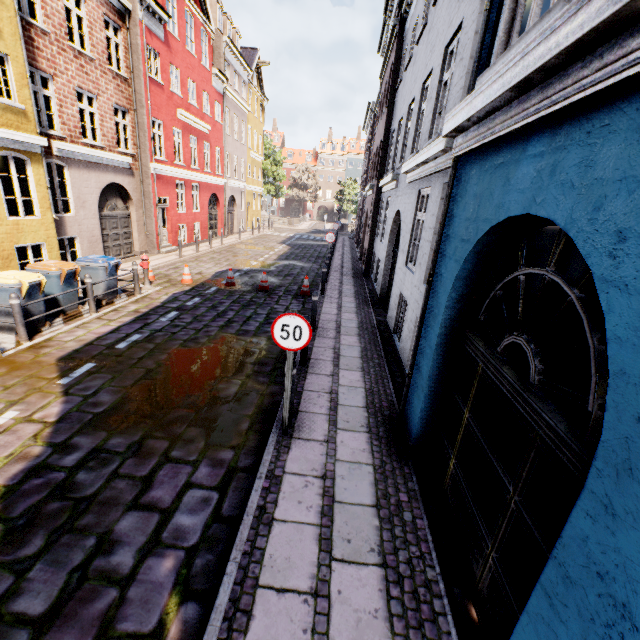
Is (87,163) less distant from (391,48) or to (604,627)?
(391,48)

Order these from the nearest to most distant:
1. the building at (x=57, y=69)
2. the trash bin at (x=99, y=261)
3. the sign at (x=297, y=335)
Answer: the sign at (x=297, y=335) < the trash bin at (x=99, y=261) < the building at (x=57, y=69)

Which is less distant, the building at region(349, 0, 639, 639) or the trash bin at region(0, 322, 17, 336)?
the building at region(349, 0, 639, 639)

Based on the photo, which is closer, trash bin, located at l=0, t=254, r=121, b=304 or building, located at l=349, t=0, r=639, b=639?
building, located at l=349, t=0, r=639, b=639

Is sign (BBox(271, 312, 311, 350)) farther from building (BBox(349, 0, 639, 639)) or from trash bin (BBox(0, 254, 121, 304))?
trash bin (BBox(0, 254, 121, 304))

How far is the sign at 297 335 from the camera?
4.2m

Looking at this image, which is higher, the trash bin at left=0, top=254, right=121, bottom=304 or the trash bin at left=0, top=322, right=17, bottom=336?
the trash bin at left=0, top=254, right=121, bottom=304
